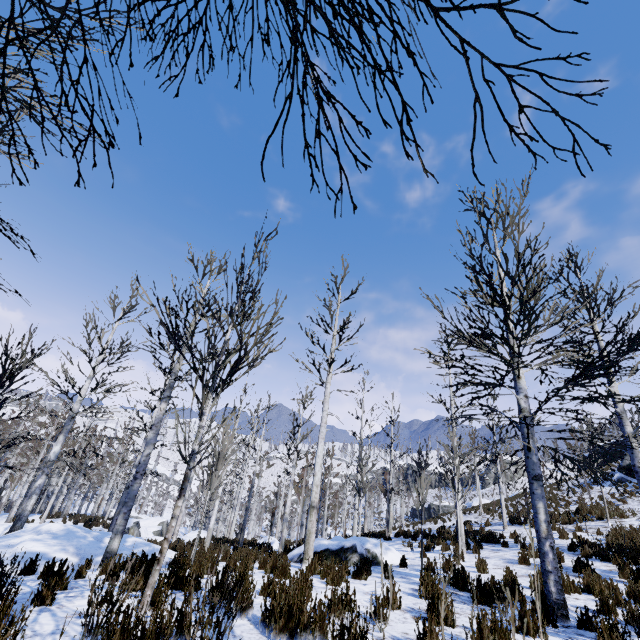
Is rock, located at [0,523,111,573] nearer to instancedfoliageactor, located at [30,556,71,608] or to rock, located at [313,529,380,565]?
instancedfoliageactor, located at [30,556,71,608]

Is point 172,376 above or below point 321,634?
above

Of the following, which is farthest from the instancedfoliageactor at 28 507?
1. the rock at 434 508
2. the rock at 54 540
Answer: the rock at 434 508

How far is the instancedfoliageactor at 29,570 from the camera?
6.30m

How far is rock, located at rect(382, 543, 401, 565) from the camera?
9.5m

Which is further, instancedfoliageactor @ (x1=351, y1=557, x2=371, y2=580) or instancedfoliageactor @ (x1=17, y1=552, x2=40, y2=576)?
instancedfoliageactor @ (x1=351, y1=557, x2=371, y2=580)

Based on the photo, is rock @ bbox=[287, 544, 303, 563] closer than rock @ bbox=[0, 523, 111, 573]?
No
